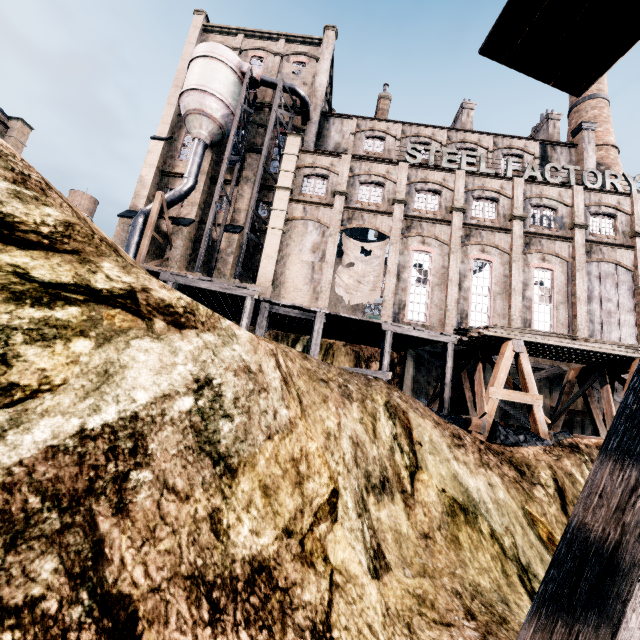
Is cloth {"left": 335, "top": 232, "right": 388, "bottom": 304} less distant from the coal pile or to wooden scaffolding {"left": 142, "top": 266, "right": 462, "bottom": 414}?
wooden scaffolding {"left": 142, "top": 266, "right": 462, "bottom": 414}

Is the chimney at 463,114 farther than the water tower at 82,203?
No

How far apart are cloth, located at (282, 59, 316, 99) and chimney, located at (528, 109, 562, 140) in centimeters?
2539cm

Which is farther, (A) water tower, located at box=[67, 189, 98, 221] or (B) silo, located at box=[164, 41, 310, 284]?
(A) water tower, located at box=[67, 189, 98, 221]

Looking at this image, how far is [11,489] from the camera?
1.71m

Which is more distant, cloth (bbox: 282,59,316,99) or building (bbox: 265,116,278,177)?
cloth (bbox: 282,59,316,99)

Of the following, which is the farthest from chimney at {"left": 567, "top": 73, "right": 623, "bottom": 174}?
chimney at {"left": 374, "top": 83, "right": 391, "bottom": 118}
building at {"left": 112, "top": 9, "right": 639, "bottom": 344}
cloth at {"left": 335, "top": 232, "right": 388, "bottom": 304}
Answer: cloth at {"left": 335, "top": 232, "right": 388, "bottom": 304}

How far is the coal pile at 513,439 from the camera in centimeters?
1122cm
